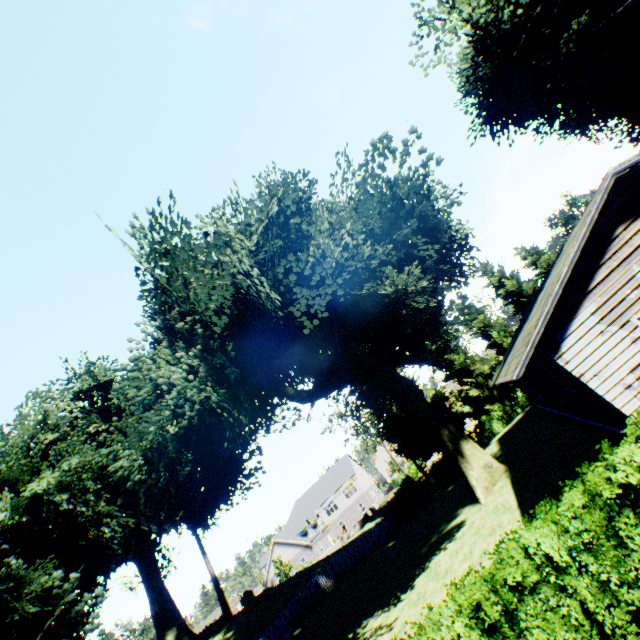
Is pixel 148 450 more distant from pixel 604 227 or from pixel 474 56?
pixel 474 56

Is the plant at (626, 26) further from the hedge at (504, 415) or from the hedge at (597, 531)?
the hedge at (597, 531)

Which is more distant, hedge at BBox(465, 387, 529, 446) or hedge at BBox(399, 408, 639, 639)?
hedge at BBox(465, 387, 529, 446)

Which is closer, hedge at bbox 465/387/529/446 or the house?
the house

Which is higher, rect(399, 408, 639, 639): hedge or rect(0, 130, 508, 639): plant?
rect(0, 130, 508, 639): plant

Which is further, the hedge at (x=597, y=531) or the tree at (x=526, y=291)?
the tree at (x=526, y=291)

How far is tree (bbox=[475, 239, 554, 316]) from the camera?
35.12m

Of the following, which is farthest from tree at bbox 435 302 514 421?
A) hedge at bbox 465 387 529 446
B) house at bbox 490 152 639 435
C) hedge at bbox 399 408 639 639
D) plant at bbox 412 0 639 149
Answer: hedge at bbox 399 408 639 639
